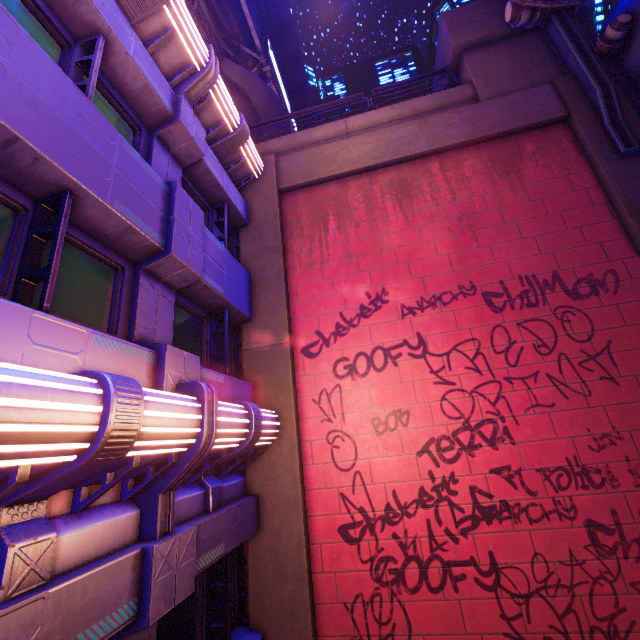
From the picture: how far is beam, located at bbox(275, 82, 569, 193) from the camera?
8.7m

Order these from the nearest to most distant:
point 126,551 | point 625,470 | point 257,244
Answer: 1. point 126,551
2. point 625,470
3. point 257,244

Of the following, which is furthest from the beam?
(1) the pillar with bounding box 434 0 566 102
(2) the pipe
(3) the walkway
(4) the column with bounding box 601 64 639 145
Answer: (3) the walkway

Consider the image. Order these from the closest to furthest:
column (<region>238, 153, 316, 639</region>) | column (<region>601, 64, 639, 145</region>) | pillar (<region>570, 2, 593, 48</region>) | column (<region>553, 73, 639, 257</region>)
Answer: column (<region>238, 153, 316, 639</region>)
column (<region>553, 73, 639, 257</region>)
column (<region>601, 64, 639, 145</region>)
pillar (<region>570, 2, 593, 48</region>)

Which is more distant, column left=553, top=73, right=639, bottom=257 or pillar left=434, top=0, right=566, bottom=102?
pillar left=434, top=0, right=566, bottom=102

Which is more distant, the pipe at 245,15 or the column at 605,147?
the pipe at 245,15

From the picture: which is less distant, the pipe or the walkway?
the pipe

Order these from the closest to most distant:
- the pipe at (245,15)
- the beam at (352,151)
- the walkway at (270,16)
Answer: the beam at (352,151)
the pipe at (245,15)
the walkway at (270,16)
